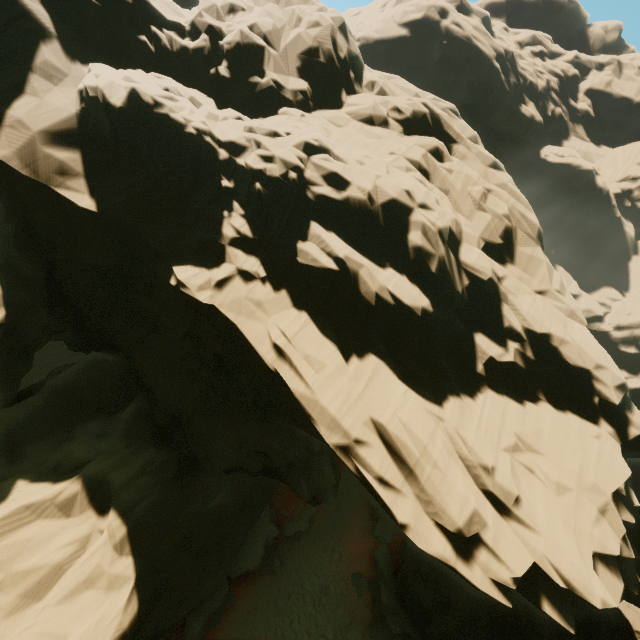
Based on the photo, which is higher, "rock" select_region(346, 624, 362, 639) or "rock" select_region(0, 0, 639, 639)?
"rock" select_region(0, 0, 639, 639)

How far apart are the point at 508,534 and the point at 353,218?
11.87m

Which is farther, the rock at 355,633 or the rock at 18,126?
the rock at 355,633

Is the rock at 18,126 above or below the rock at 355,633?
above

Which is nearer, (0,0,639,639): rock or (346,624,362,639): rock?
(0,0,639,639): rock
